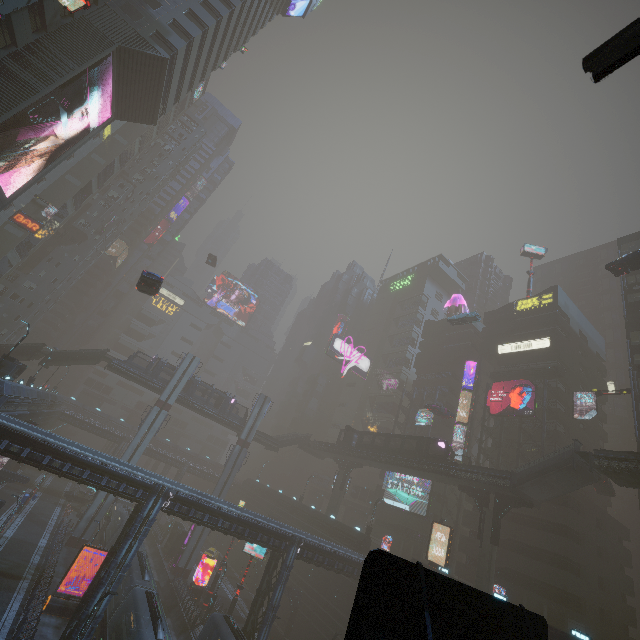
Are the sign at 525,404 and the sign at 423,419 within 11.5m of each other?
yes

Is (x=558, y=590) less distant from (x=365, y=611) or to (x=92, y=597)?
(x=365, y=611)

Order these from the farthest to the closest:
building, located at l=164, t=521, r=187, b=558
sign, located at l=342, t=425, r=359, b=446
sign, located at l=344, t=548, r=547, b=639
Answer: sign, located at l=342, t=425, r=359, b=446
building, located at l=164, t=521, r=187, b=558
sign, located at l=344, t=548, r=547, b=639

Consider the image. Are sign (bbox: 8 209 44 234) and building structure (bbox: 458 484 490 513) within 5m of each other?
no

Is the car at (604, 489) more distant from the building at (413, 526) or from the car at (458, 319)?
the car at (458, 319)

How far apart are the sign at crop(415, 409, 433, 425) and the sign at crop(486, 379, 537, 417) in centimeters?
900cm

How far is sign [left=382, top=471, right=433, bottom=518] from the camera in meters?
47.7 m

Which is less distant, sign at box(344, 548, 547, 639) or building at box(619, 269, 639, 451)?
sign at box(344, 548, 547, 639)
